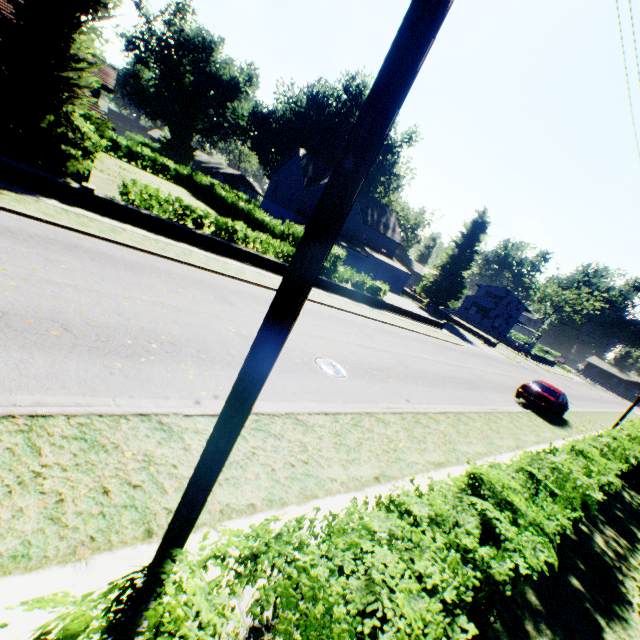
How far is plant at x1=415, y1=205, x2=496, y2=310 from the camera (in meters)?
44.81

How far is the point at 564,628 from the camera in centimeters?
505cm

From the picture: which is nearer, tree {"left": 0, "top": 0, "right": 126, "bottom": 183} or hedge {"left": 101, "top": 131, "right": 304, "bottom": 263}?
tree {"left": 0, "top": 0, "right": 126, "bottom": 183}

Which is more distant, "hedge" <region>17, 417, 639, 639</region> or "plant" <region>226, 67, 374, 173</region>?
"plant" <region>226, 67, 374, 173</region>

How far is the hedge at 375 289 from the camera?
22.84m

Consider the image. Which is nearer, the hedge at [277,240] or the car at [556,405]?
the hedge at [277,240]

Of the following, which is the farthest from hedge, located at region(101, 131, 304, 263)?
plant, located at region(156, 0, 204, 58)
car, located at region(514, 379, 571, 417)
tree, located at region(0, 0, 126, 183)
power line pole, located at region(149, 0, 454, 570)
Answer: power line pole, located at region(149, 0, 454, 570)

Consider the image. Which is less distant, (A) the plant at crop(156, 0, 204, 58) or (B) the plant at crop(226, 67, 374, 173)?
(B) the plant at crop(226, 67, 374, 173)
